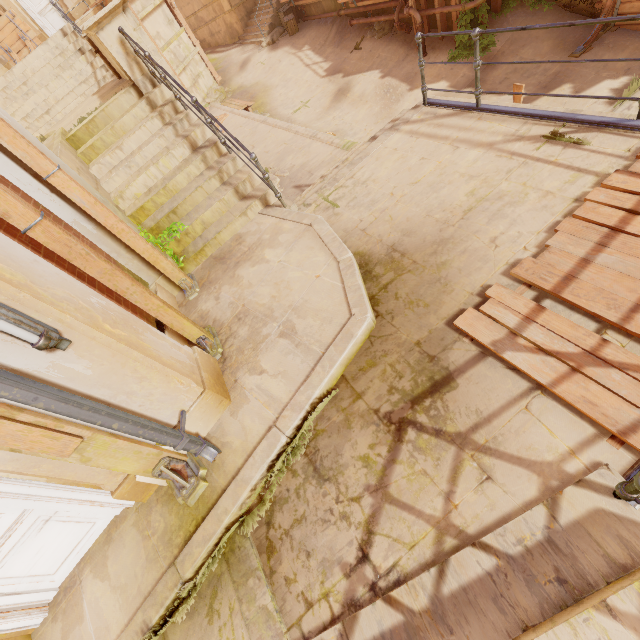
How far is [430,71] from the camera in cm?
1136

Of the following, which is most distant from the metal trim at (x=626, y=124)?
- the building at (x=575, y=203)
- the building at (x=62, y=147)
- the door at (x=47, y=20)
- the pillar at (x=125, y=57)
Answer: the door at (x=47, y=20)

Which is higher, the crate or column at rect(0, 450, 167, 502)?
column at rect(0, 450, 167, 502)

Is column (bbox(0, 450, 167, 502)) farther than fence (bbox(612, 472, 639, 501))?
Yes

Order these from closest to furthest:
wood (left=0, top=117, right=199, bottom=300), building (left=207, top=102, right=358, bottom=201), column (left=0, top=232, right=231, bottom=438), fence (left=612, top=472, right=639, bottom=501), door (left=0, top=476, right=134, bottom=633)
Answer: fence (left=612, top=472, right=639, bottom=501) < column (left=0, top=232, right=231, bottom=438) < door (left=0, top=476, right=134, bottom=633) < wood (left=0, top=117, right=199, bottom=300) < building (left=207, top=102, right=358, bottom=201)

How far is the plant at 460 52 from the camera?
10.7m

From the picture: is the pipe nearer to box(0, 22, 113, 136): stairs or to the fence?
the fence

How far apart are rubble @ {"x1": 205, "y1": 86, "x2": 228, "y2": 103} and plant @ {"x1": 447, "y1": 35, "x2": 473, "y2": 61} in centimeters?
1100cm
